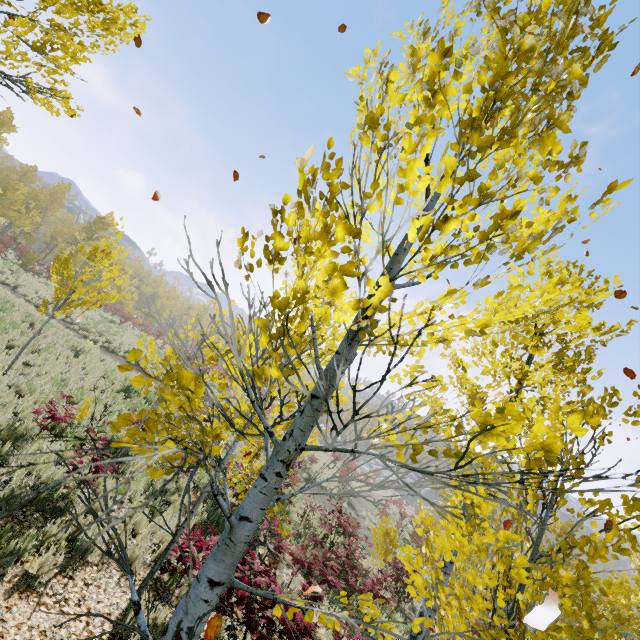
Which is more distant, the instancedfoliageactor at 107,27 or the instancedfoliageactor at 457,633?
the instancedfoliageactor at 107,27

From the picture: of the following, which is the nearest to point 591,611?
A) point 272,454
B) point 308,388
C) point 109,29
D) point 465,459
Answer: point 272,454

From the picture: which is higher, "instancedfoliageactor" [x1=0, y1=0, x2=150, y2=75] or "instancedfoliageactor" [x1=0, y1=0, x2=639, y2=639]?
"instancedfoliageactor" [x1=0, y1=0, x2=150, y2=75]

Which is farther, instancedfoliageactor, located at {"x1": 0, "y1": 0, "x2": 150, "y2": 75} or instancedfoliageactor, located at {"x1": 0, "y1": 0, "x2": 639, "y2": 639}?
instancedfoliageactor, located at {"x1": 0, "y1": 0, "x2": 150, "y2": 75}

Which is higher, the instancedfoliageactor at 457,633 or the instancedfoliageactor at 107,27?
the instancedfoliageactor at 107,27
